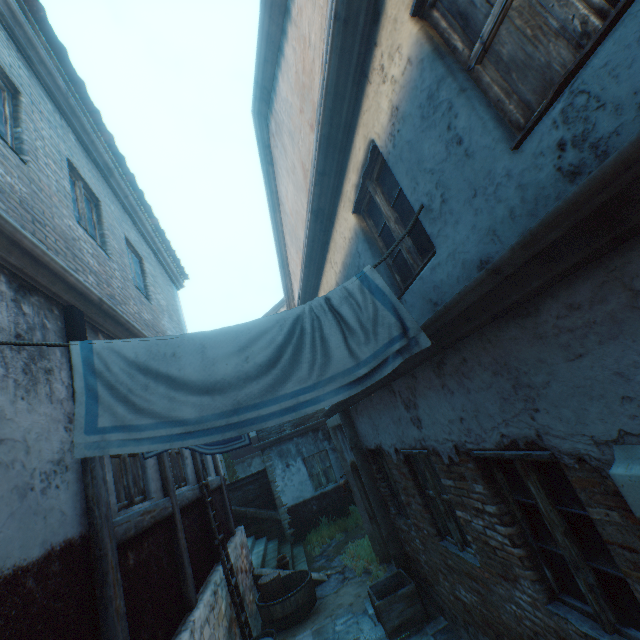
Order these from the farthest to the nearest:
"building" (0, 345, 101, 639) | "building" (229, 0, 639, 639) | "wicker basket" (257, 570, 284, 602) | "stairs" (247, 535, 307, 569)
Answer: "stairs" (247, 535, 307, 569)
"wicker basket" (257, 570, 284, 602)
"building" (0, 345, 101, 639)
"building" (229, 0, 639, 639)

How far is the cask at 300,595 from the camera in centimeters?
696cm

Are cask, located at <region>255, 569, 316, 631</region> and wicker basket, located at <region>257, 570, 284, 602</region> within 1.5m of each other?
yes

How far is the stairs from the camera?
9.41m

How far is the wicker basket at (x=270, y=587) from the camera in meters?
7.4 m

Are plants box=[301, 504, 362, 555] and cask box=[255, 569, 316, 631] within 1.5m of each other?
no

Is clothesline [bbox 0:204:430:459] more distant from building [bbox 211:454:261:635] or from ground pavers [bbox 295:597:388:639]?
ground pavers [bbox 295:597:388:639]

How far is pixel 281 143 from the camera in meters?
6.1 m
